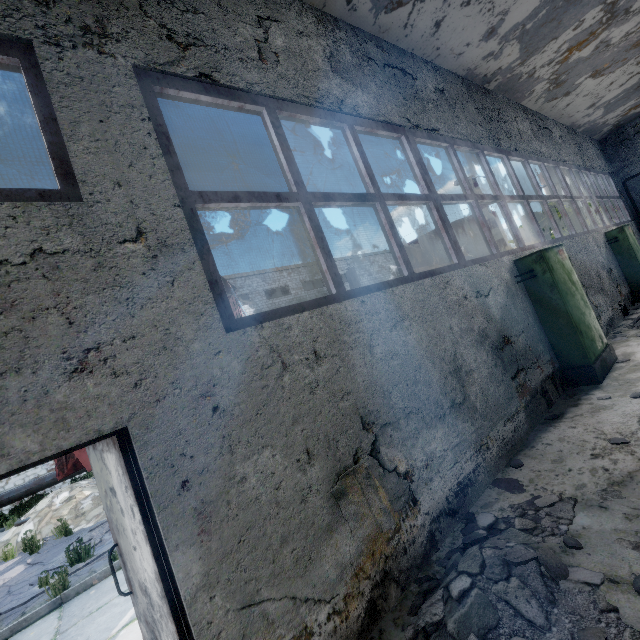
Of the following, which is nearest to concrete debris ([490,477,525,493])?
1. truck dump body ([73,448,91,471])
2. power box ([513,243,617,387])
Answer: power box ([513,243,617,387])

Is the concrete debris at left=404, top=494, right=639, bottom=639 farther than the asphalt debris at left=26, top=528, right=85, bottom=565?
No

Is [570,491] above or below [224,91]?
below

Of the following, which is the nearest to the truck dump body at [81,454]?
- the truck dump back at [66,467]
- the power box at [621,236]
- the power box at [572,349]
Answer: the truck dump back at [66,467]

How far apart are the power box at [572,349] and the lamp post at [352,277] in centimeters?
540cm

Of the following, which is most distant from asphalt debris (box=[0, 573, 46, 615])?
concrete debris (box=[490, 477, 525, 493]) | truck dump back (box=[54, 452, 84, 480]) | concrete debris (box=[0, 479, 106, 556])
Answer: concrete debris (box=[490, 477, 525, 493])

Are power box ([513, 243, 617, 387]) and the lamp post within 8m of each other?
yes

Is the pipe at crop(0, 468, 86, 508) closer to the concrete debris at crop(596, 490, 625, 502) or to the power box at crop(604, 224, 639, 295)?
the concrete debris at crop(596, 490, 625, 502)
